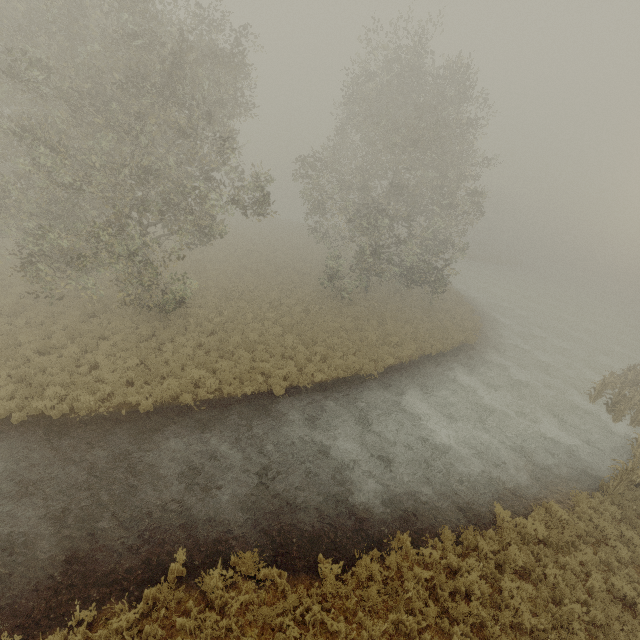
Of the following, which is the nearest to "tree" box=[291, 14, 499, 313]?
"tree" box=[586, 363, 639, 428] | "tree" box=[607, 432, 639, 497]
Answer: "tree" box=[586, 363, 639, 428]

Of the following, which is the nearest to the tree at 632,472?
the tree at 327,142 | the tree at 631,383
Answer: the tree at 631,383

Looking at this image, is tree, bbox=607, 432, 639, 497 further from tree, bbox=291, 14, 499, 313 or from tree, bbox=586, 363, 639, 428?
tree, bbox=291, 14, 499, 313

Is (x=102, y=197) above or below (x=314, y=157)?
below

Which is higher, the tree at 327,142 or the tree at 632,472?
the tree at 327,142

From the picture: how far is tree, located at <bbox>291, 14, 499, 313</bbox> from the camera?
19.0m
